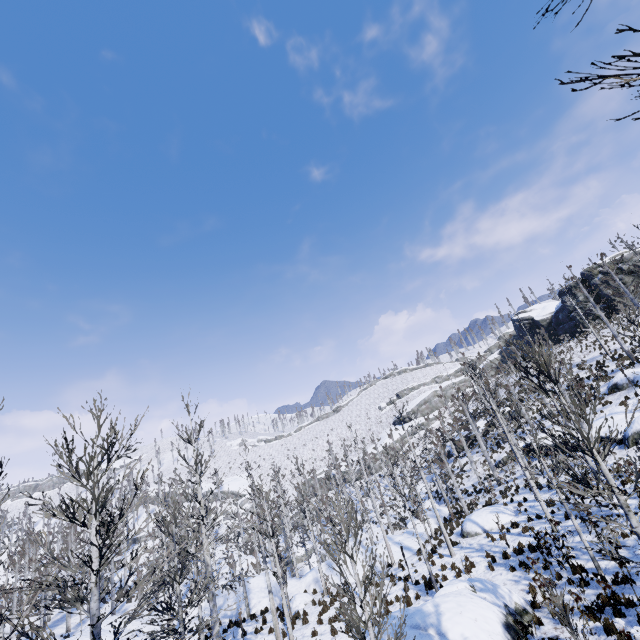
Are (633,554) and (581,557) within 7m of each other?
yes

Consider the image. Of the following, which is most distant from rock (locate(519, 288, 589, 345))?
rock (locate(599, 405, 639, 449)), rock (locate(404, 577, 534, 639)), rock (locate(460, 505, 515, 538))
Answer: rock (locate(404, 577, 534, 639))

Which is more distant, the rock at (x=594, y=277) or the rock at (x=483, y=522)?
the rock at (x=594, y=277)

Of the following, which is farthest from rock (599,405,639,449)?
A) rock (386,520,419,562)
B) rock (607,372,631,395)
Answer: rock (386,520,419,562)

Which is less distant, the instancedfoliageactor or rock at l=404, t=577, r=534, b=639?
the instancedfoliageactor

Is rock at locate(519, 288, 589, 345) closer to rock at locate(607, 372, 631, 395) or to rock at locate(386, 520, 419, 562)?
rock at locate(607, 372, 631, 395)

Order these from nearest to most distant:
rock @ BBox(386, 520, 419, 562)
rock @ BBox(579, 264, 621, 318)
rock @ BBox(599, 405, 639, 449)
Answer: rock @ BBox(599, 405, 639, 449) → rock @ BBox(386, 520, 419, 562) → rock @ BBox(579, 264, 621, 318)

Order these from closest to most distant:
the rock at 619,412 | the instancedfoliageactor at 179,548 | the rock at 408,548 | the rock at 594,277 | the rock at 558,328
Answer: the instancedfoliageactor at 179,548
the rock at 619,412
the rock at 408,548
the rock at 594,277
the rock at 558,328
